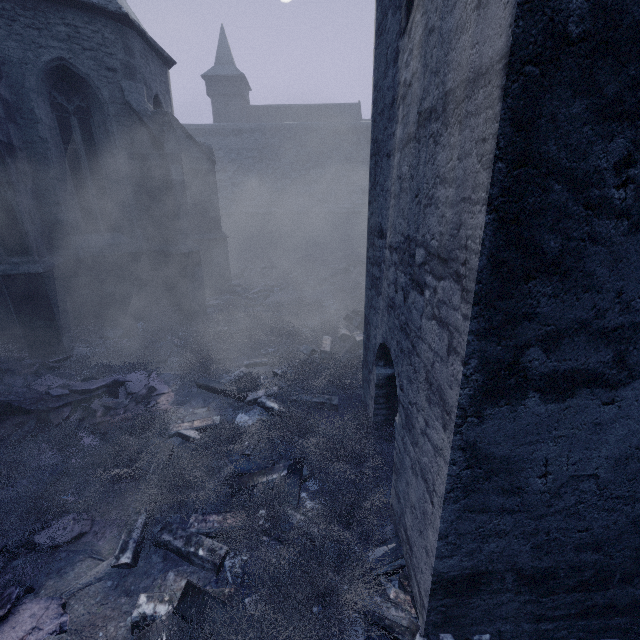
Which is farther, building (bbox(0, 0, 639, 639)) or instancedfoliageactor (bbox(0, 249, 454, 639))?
instancedfoliageactor (bbox(0, 249, 454, 639))

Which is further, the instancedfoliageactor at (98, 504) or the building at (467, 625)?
the instancedfoliageactor at (98, 504)

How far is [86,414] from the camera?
5.45m

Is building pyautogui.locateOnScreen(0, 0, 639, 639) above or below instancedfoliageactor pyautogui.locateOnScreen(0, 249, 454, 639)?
above

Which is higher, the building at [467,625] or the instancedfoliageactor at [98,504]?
the building at [467,625]
